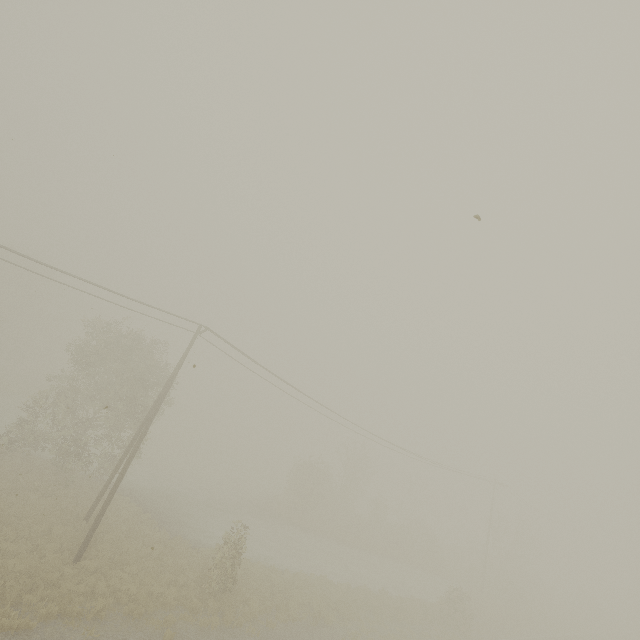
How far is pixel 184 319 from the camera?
17.4 meters
